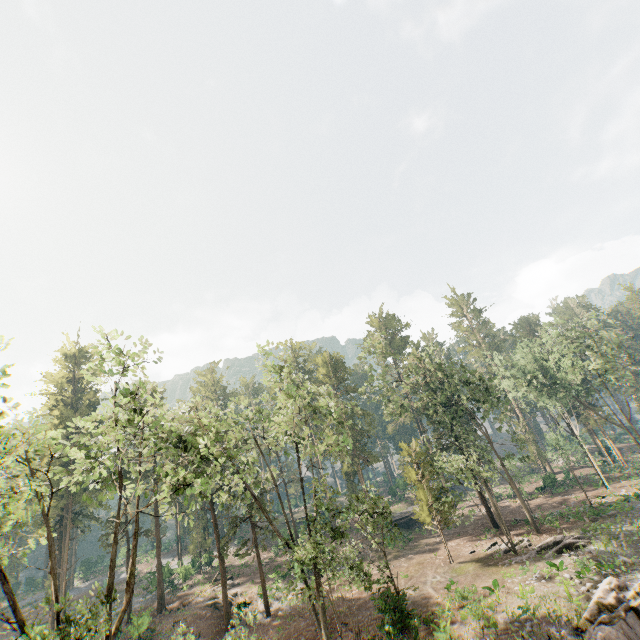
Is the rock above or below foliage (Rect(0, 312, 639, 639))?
below

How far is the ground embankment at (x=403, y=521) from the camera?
→ 44.25m

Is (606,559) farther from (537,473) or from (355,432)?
(537,473)

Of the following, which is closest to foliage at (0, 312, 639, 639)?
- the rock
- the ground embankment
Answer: the ground embankment

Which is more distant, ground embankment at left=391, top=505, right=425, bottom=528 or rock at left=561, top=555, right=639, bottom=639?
ground embankment at left=391, top=505, right=425, bottom=528

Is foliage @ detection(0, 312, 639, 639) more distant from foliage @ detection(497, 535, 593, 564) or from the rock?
the rock

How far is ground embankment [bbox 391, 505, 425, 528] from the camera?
44.2 meters

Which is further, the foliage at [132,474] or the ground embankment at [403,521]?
the ground embankment at [403,521]
